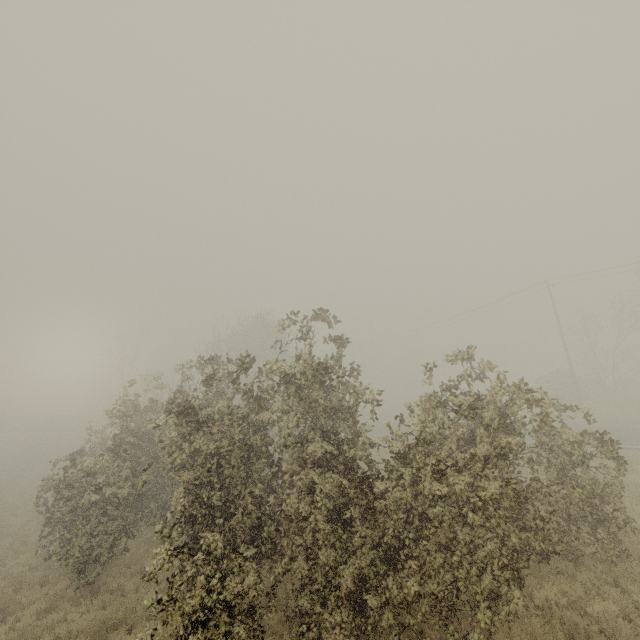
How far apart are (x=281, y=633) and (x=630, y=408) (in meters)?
30.51
